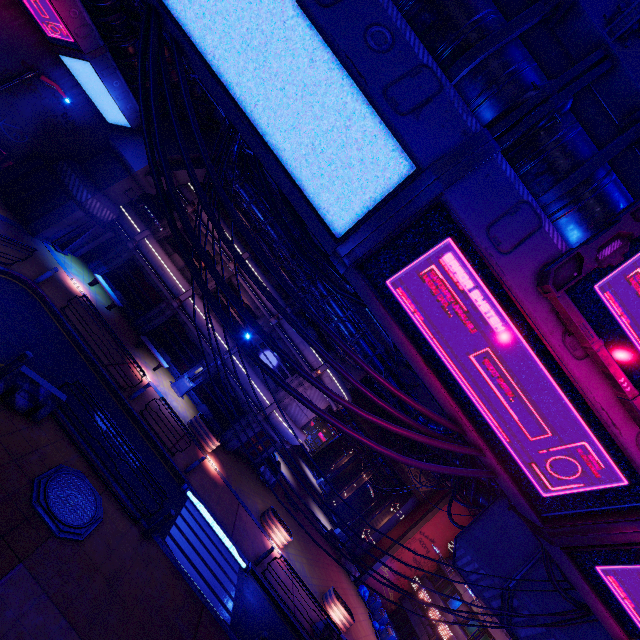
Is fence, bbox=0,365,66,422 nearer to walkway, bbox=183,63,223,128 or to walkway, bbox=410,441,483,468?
walkway, bbox=410,441,483,468

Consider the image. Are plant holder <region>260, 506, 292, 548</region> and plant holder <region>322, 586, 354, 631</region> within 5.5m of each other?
yes

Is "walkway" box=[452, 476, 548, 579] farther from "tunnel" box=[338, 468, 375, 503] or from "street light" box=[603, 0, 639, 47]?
"tunnel" box=[338, 468, 375, 503]

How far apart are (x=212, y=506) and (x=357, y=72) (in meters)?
17.49

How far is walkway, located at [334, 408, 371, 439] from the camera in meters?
34.8

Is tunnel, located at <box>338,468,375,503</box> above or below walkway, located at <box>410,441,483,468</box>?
below

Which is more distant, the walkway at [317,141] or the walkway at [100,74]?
the walkway at [100,74]

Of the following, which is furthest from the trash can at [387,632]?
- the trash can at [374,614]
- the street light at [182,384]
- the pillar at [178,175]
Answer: the pillar at [178,175]
